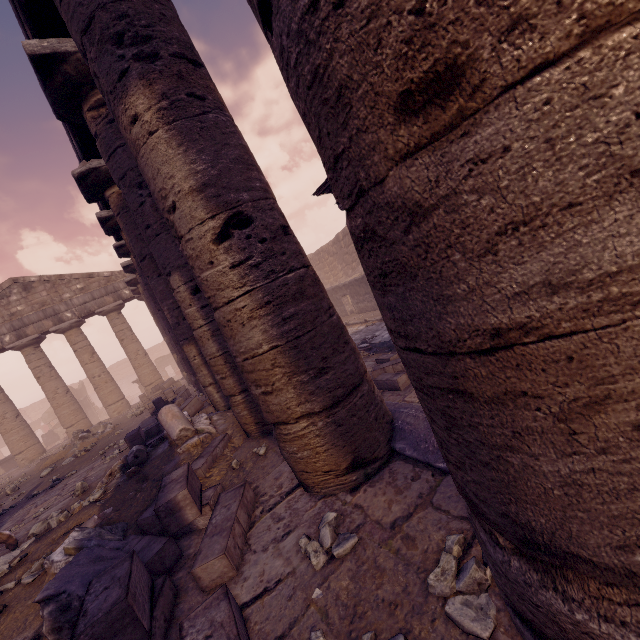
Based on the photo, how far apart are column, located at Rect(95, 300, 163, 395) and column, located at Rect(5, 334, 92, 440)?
2.5 meters

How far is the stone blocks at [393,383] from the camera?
6.15m

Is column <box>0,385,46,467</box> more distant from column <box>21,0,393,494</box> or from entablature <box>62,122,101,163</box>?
column <box>21,0,393,494</box>

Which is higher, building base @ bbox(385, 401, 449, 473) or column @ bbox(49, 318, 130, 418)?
column @ bbox(49, 318, 130, 418)

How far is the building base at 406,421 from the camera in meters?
2.4

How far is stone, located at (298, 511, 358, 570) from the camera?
2.0m

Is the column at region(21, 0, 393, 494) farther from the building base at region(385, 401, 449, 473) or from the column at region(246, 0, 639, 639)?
the column at region(246, 0, 639, 639)

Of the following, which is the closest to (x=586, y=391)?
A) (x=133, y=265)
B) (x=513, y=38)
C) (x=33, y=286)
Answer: (x=513, y=38)
